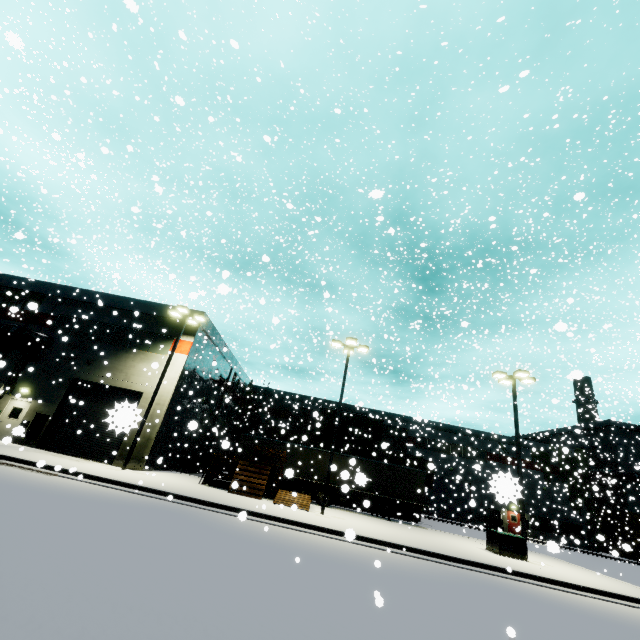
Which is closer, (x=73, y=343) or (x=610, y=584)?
(x=610, y=584)

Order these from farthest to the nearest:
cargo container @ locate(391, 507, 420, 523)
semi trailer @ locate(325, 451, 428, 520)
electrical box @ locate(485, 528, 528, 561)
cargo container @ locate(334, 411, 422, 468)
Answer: cargo container @ locate(334, 411, 422, 468)
cargo container @ locate(391, 507, 420, 523)
semi trailer @ locate(325, 451, 428, 520)
electrical box @ locate(485, 528, 528, 561)

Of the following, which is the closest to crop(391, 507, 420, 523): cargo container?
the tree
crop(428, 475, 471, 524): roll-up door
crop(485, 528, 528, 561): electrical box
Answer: crop(428, 475, 471, 524): roll-up door

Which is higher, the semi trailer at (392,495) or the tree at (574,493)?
the tree at (574,493)

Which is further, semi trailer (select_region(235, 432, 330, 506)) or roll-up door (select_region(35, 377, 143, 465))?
semi trailer (select_region(235, 432, 330, 506))

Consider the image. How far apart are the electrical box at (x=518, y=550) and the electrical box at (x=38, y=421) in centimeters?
2696cm

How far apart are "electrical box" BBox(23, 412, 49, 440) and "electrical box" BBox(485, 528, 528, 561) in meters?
27.0

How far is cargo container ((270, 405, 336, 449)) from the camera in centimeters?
3072cm
